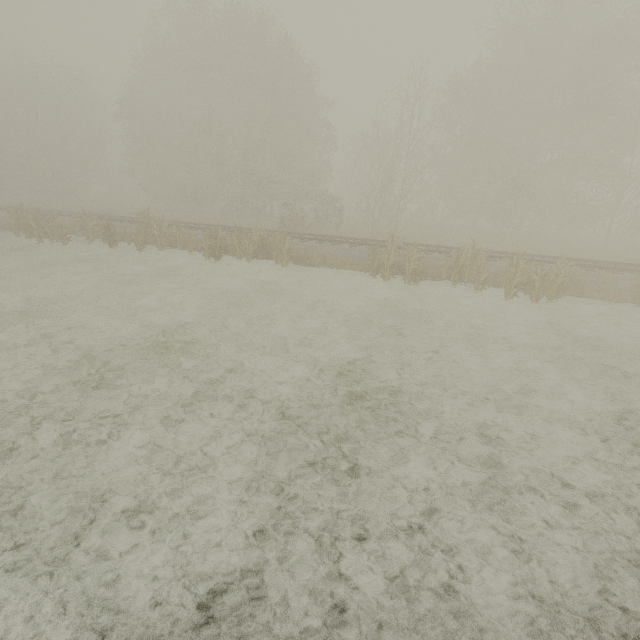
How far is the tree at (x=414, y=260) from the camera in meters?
13.5

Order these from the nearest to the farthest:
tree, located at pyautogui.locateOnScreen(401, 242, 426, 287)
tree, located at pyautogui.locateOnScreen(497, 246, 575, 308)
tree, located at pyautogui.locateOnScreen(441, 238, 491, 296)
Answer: tree, located at pyautogui.locateOnScreen(497, 246, 575, 308)
tree, located at pyautogui.locateOnScreen(441, 238, 491, 296)
tree, located at pyautogui.locateOnScreen(401, 242, 426, 287)

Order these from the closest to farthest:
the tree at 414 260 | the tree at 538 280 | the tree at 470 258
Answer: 1. the tree at 538 280
2. the tree at 470 258
3. the tree at 414 260

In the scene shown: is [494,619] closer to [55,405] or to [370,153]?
[55,405]

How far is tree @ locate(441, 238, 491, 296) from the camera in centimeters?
1298cm

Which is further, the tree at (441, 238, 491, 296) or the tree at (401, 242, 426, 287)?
the tree at (401, 242, 426, 287)
